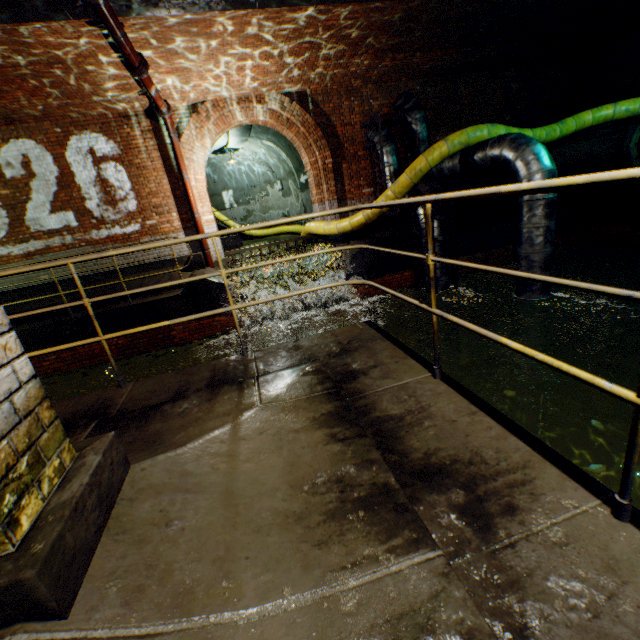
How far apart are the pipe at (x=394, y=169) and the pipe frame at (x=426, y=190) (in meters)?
0.04

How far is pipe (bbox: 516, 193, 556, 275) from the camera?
6.07m

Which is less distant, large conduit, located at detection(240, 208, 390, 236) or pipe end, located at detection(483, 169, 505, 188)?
large conduit, located at detection(240, 208, 390, 236)

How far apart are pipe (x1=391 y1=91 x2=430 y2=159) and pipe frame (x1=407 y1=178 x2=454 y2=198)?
0.28m

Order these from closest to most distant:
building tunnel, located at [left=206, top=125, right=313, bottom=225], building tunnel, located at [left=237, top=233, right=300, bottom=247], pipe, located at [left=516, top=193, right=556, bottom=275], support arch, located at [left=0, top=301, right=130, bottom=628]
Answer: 1. support arch, located at [left=0, top=301, right=130, bottom=628]
2. pipe, located at [left=516, top=193, right=556, bottom=275]
3. building tunnel, located at [left=206, top=125, right=313, bottom=225]
4. building tunnel, located at [left=237, top=233, right=300, bottom=247]

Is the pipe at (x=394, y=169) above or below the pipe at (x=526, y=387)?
above

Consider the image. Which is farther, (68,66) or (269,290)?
(269,290)

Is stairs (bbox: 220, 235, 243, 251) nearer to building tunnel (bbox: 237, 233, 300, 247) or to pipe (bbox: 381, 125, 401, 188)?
building tunnel (bbox: 237, 233, 300, 247)
